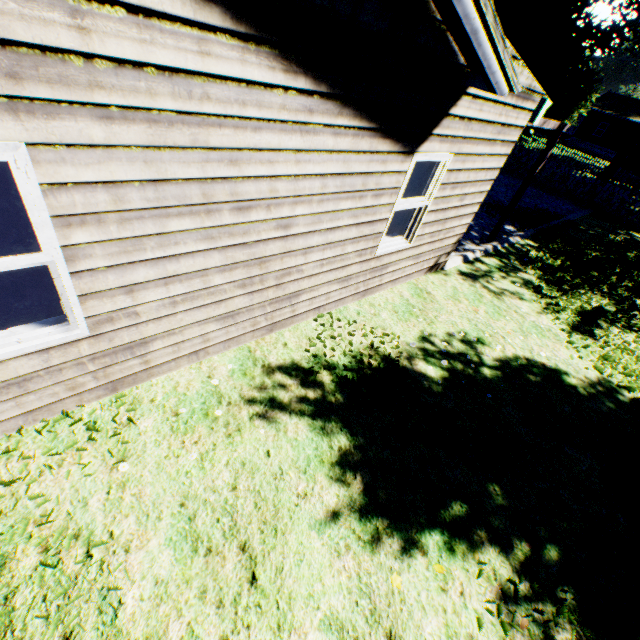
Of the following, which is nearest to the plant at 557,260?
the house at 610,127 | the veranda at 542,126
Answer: the house at 610,127

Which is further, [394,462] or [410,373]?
[410,373]

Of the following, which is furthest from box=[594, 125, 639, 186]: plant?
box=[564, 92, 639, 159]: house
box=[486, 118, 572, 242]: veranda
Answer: box=[486, 118, 572, 242]: veranda

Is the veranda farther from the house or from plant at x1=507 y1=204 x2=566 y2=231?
the house

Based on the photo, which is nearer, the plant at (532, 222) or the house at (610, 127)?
the plant at (532, 222)
